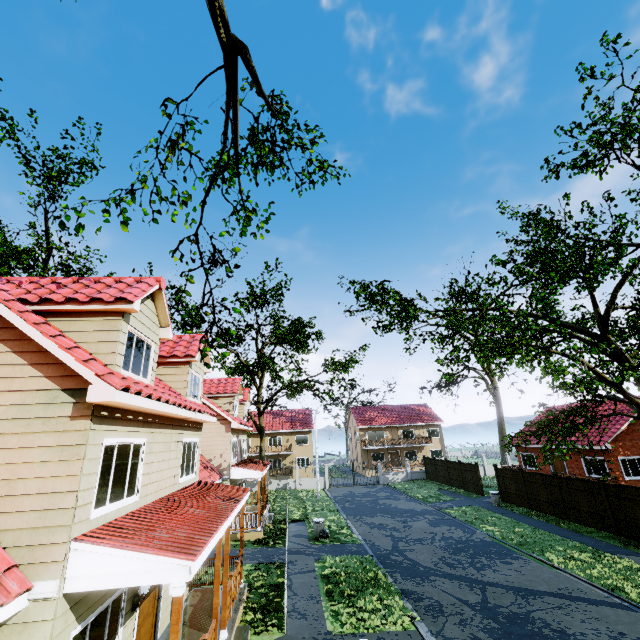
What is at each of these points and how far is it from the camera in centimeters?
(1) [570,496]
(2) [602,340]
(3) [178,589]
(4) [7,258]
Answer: (1) fence, 1834cm
(2) tree, 1202cm
(3) wooden, 520cm
(4) tree, 1959cm

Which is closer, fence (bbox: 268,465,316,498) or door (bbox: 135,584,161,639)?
door (bbox: 135,584,161,639)

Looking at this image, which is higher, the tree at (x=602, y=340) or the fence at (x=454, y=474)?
the tree at (x=602, y=340)

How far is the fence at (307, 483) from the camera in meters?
35.8 m

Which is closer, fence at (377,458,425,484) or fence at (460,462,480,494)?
fence at (460,462,480,494)

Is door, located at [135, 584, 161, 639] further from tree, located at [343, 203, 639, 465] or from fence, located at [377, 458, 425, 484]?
tree, located at [343, 203, 639, 465]

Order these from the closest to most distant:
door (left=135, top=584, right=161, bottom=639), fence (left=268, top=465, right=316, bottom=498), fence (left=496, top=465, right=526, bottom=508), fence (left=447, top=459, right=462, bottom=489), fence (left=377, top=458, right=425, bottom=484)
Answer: door (left=135, top=584, right=161, bottom=639) < fence (left=496, top=465, right=526, bottom=508) < fence (left=447, top=459, right=462, bottom=489) < fence (left=268, top=465, right=316, bottom=498) < fence (left=377, top=458, right=425, bottom=484)

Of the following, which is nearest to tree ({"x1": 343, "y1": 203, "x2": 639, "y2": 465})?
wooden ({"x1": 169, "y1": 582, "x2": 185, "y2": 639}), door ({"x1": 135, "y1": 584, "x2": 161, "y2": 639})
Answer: door ({"x1": 135, "y1": 584, "x2": 161, "y2": 639})
